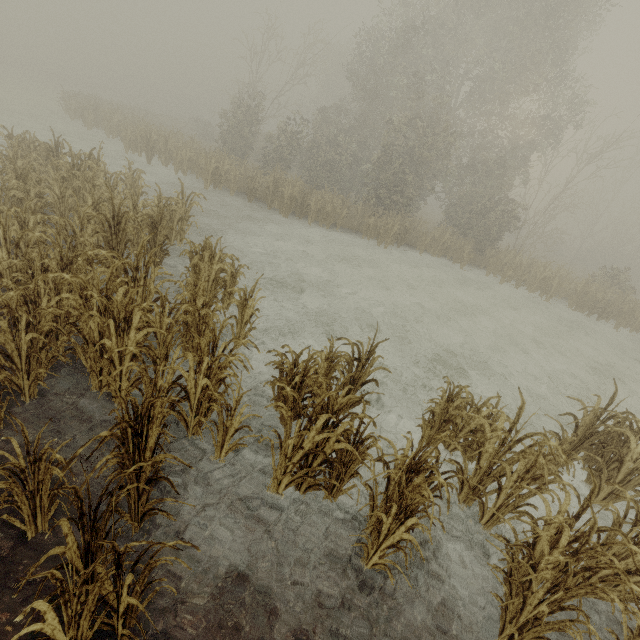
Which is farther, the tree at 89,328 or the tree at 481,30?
the tree at 481,30

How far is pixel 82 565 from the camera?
2.5 meters

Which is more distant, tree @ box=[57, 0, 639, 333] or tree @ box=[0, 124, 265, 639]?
tree @ box=[57, 0, 639, 333]
